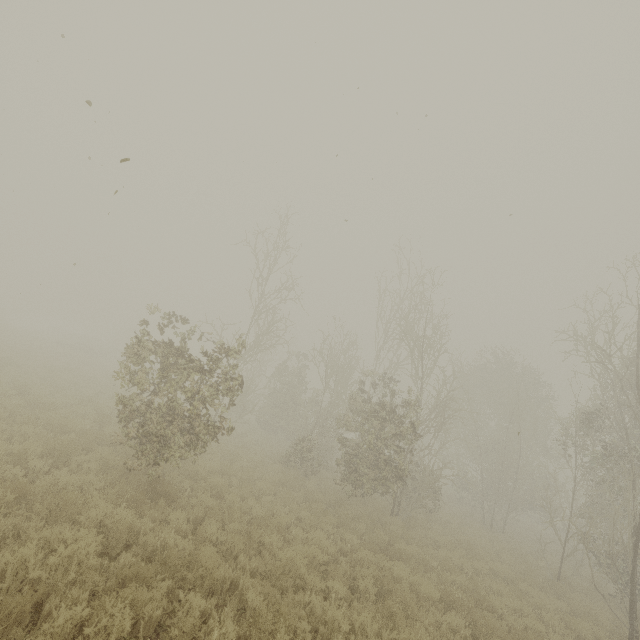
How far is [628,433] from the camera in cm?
1500

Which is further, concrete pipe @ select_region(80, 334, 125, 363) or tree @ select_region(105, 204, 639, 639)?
concrete pipe @ select_region(80, 334, 125, 363)

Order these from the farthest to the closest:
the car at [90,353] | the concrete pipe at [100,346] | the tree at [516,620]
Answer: the concrete pipe at [100,346]
the car at [90,353]
the tree at [516,620]

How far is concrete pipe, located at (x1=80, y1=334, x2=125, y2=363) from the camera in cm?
3718

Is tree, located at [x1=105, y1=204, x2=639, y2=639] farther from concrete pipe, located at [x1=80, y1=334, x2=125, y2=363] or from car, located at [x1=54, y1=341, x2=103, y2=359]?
concrete pipe, located at [x1=80, y1=334, x2=125, y2=363]

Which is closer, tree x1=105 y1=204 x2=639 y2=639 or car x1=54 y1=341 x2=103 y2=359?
tree x1=105 y1=204 x2=639 y2=639

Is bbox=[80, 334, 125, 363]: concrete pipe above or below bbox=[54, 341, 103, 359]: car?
above

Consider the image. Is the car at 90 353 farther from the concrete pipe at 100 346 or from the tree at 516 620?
the tree at 516 620
